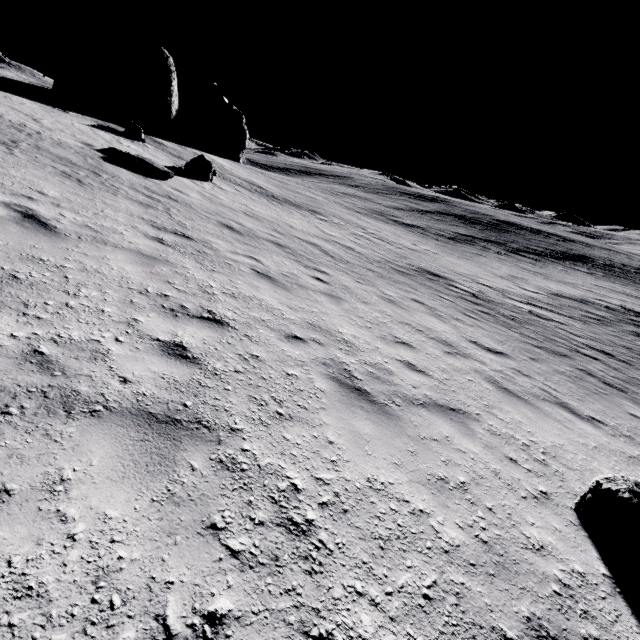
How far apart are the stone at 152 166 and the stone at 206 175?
3.64m

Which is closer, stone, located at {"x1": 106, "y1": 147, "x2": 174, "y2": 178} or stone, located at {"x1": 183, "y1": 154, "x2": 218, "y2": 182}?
stone, located at {"x1": 106, "y1": 147, "x2": 174, "y2": 178}

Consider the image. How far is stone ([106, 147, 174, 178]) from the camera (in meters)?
12.98

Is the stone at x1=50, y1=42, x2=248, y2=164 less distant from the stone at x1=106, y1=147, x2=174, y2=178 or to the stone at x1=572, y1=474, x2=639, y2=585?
the stone at x1=106, y1=147, x2=174, y2=178

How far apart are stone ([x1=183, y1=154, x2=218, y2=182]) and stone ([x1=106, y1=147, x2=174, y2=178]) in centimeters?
364cm

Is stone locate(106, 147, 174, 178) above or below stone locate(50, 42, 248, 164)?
below

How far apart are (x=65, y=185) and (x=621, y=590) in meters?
11.7

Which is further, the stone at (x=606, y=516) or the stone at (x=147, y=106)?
the stone at (x=147, y=106)
